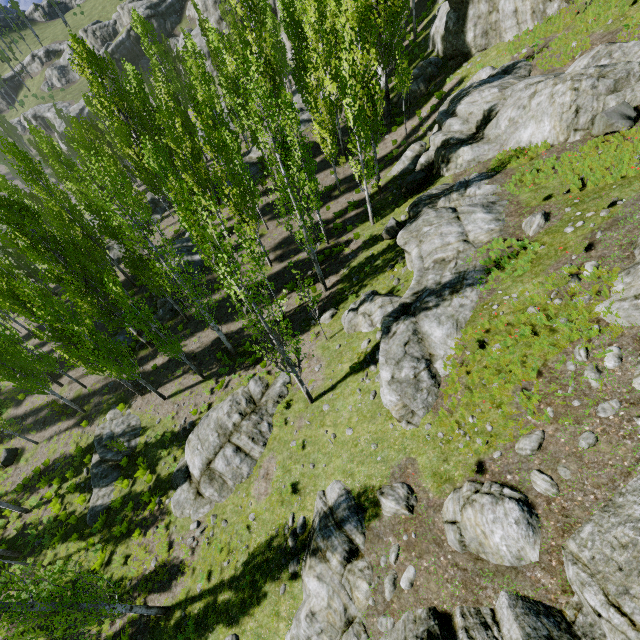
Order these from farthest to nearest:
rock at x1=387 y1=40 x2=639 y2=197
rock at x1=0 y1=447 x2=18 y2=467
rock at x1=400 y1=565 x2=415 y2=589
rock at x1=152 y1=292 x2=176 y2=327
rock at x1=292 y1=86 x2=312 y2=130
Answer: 1. rock at x1=292 y1=86 x2=312 y2=130
2. rock at x1=152 y1=292 x2=176 y2=327
3. rock at x1=0 y1=447 x2=18 y2=467
4. rock at x1=387 y1=40 x2=639 y2=197
5. rock at x1=400 y1=565 x2=415 y2=589

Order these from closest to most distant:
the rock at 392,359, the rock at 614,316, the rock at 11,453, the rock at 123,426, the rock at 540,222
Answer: the rock at 614,316 < the rock at 392,359 < the rock at 540,222 < the rock at 123,426 < the rock at 11,453

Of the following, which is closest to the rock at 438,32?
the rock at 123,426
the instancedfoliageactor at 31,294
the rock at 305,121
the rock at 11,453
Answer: the instancedfoliageactor at 31,294

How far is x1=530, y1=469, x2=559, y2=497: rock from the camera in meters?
6.6 m

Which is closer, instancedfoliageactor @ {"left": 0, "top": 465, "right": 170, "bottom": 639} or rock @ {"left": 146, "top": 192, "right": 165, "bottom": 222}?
instancedfoliageactor @ {"left": 0, "top": 465, "right": 170, "bottom": 639}

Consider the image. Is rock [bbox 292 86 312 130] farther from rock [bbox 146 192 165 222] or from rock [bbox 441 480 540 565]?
rock [bbox 441 480 540 565]

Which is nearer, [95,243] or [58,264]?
[58,264]

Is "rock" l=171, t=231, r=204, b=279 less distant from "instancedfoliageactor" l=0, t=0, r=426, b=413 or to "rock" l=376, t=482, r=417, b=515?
"instancedfoliageactor" l=0, t=0, r=426, b=413
